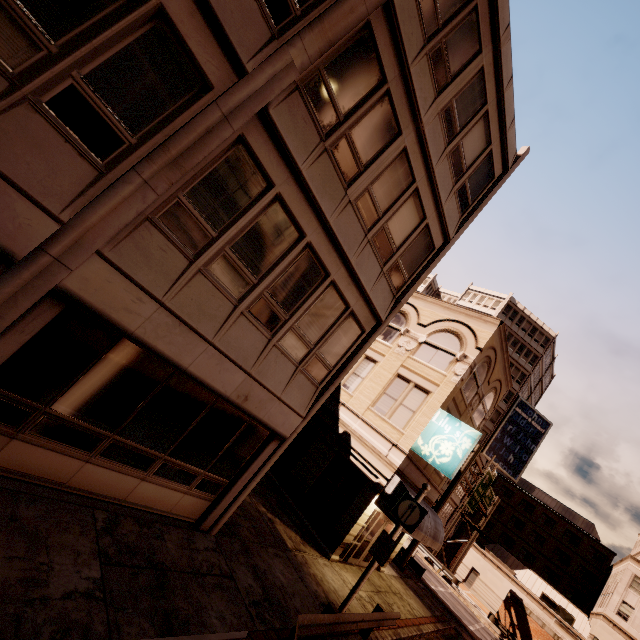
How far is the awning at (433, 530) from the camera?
14.2 meters

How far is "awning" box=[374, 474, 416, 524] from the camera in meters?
13.3

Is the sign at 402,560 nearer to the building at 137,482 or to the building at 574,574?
the building at 137,482

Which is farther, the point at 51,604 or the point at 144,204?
the point at 144,204

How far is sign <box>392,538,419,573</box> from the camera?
21.7 meters

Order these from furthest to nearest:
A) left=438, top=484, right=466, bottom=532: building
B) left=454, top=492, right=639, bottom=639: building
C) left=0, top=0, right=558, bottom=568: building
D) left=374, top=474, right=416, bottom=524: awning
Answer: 1. left=438, top=484, right=466, bottom=532: building
2. left=454, top=492, right=639, bottom=639: building
3. left=374, top=474, right=416, bottom=524: awning
4. left=0, top=0, right=558, bottom=568: building

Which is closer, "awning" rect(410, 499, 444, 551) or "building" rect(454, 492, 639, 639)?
"awning" rect(410, 499, 444, 551)

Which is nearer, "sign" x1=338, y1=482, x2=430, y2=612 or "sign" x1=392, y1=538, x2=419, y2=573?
"sign" x1=338, y1=482, x2=430, y2=612
